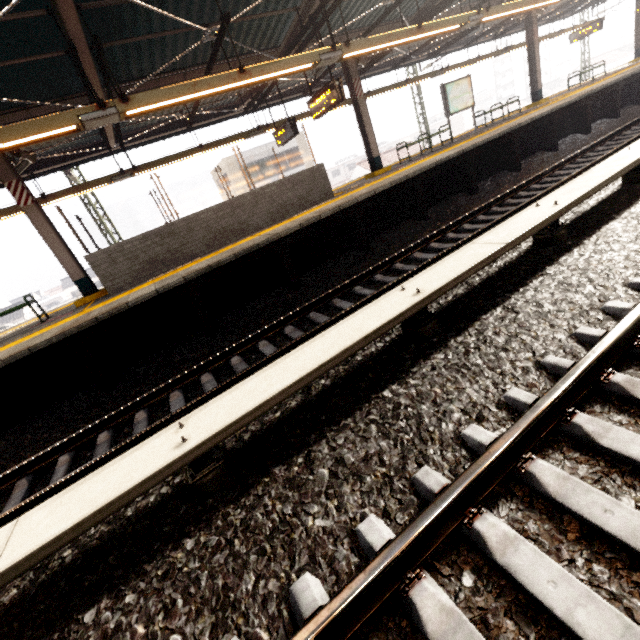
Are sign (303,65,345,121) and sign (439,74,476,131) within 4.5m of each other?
no

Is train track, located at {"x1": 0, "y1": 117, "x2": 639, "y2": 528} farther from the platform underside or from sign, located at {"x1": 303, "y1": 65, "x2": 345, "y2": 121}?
sign, located at {"x1": 303, "y1": 65, "x2": 345, "y2": 121}

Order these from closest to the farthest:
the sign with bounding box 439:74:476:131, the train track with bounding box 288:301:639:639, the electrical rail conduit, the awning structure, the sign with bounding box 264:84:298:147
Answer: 1. the train track with bounding box 288:301:639:639
2. the electrical rail conduit
3. the awning structure
4. the sign with bounding box 264:84:298:147
5. the sign with bounding box 439:74:476:131

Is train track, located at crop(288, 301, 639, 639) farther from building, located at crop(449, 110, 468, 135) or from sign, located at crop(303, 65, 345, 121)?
building, located at crop(449, 110, 468, 135)

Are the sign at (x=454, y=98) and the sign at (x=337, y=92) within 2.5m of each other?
no

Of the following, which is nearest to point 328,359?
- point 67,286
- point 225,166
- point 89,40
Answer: point 89,40

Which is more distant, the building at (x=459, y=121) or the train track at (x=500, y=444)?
the building at (x=459, y=121)

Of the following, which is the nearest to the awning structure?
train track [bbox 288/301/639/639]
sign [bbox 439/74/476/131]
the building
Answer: sign [bbox 439/74/476/131]
